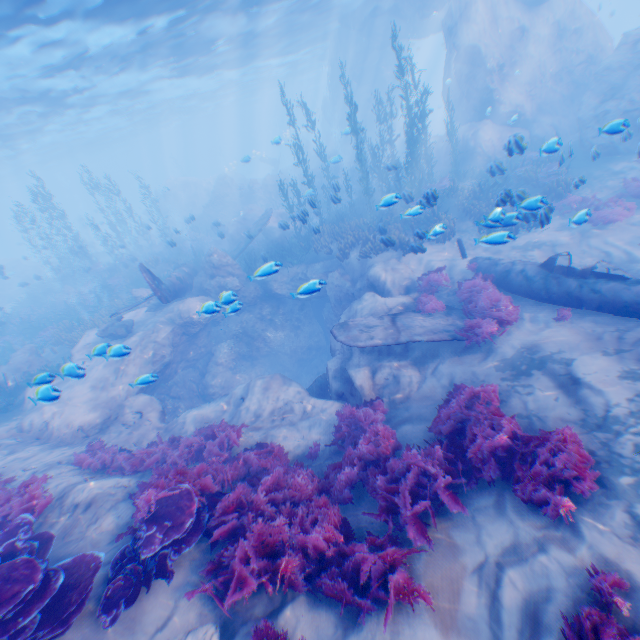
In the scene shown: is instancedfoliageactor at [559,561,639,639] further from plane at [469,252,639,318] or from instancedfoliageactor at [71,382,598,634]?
plane at [469,252,639,318]

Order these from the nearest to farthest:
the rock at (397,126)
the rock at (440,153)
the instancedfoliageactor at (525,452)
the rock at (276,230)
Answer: the instancedfoliageactor at (525,452)
the rock at (276,230)
the rock at (440,153)
the rock at (397,126)

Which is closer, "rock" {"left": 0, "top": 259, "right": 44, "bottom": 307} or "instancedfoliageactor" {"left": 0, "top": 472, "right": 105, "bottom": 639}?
"instancedfoliageactor" {"left": 0, "top": 472, "right": 105, "bottom": 639}

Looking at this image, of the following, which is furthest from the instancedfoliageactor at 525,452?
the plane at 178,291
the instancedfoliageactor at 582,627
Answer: the instancedfoliageactor at 582,627

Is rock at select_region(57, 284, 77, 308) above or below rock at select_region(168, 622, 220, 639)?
below

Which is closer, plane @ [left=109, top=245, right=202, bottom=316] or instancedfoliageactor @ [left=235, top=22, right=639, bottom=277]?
instancedfoliageactor @ [left=235, top=22, right=639, bottom=277]

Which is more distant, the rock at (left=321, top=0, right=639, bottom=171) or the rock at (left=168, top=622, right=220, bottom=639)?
the rock at (left=321, top=0, right=639, bottom=171)

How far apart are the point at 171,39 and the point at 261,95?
44.4 meters
